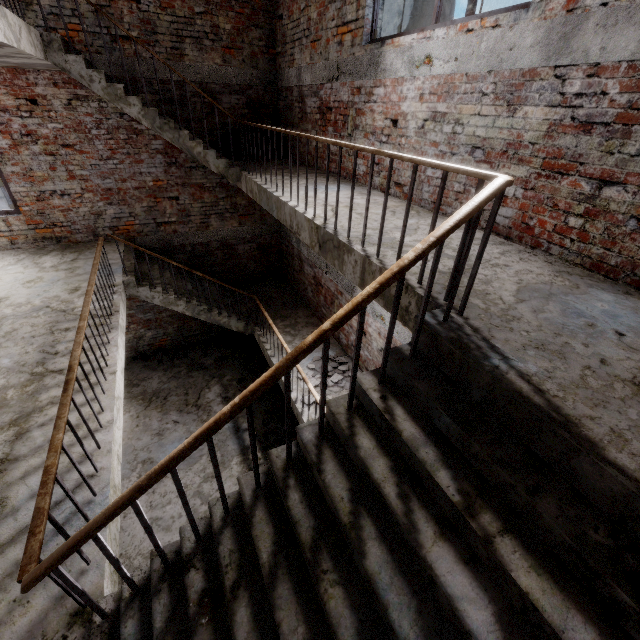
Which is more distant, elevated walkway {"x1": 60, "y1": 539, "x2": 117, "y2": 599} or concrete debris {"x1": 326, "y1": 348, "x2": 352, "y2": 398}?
concrete debris {"x1": 326, "y1": 348, "x2": 352, "y2": 398}

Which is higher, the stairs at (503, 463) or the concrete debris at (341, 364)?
the stairs at (503, 463)

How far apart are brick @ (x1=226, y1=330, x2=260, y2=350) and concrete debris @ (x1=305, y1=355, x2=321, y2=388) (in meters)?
3.39

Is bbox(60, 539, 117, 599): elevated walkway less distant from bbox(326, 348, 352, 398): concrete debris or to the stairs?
the stairs

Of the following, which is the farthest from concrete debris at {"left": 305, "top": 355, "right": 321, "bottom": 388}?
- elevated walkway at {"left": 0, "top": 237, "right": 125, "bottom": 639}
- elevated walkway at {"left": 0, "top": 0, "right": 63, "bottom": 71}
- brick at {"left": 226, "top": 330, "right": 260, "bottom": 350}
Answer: elevated walkway at {"left": 0, "top": 0, "right": 63, "bottom": 71}

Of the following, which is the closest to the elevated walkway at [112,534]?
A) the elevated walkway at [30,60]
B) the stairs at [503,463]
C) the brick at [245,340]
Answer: the stairs at [503,463]

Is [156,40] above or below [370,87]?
above
